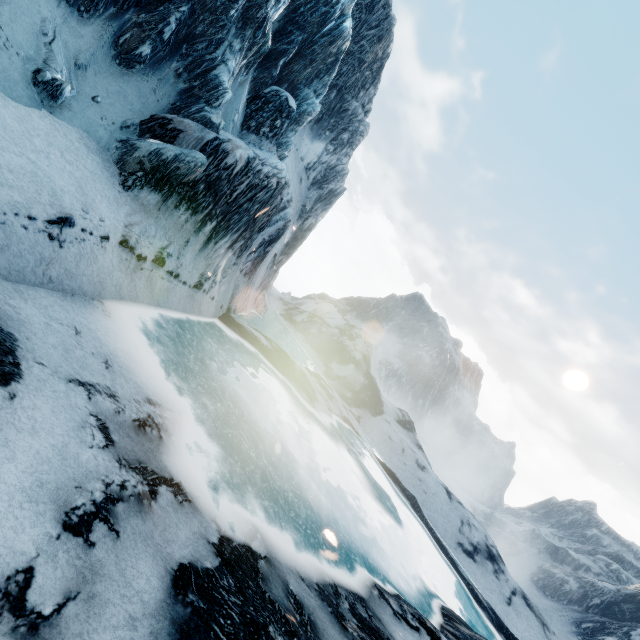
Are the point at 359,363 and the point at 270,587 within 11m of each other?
no
